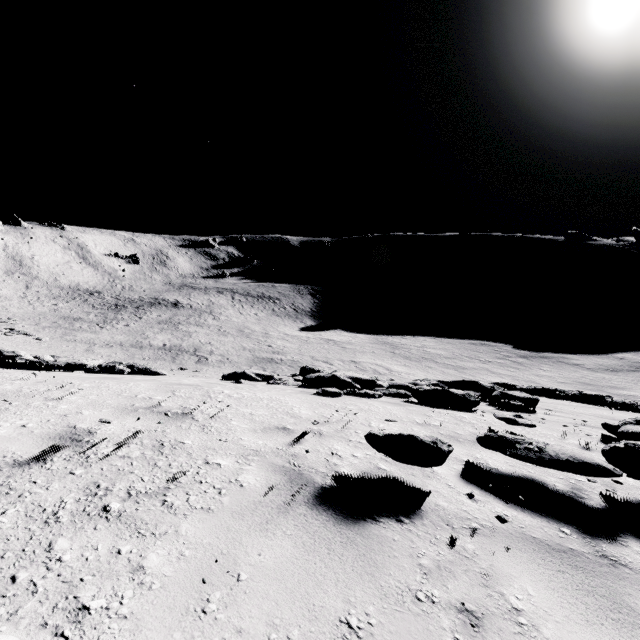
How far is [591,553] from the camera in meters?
2.2 m

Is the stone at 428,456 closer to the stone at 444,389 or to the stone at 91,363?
the stone at 444,389

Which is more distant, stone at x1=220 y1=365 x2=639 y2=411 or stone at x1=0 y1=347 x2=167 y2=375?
stone at x1=0 y1=347 x2=167 y2=375

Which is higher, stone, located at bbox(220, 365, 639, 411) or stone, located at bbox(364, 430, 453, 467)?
stone, located at bbox(364, 430, 453, 467)

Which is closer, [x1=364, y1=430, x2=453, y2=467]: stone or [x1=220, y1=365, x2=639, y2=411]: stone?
[x1=364, y1=430, x2=453, y2=467]: stone

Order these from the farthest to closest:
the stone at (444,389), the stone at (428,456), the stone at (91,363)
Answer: the stone at (91,363)
the stone at (444,389)
the stone at (428,456)

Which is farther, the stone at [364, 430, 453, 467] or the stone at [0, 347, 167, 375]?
the stone at [0, 347, 167, 375]

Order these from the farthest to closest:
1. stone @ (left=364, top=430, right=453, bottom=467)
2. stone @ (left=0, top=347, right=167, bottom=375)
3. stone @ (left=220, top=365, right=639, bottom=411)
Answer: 1. stone @ (left=0, top=347, right=167, bottom=375)
2. stone @ (left=220, top=365, right=639, bottom=411)
3. stone @ (left=364, top=430, right=453, bottom=467)
